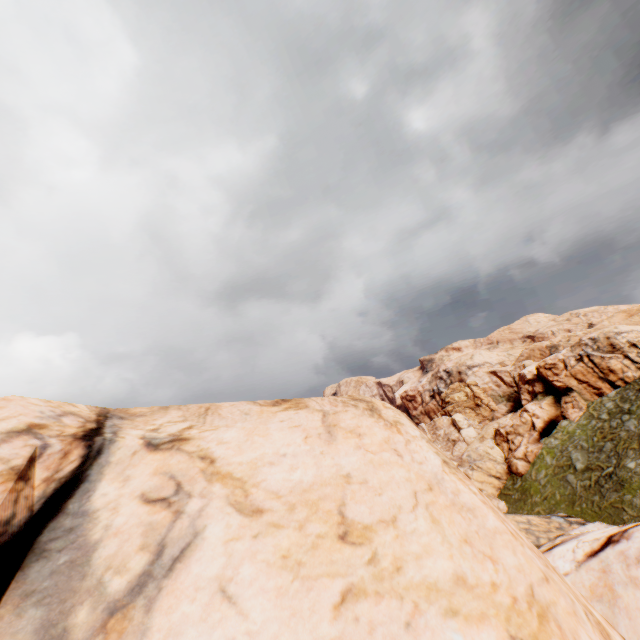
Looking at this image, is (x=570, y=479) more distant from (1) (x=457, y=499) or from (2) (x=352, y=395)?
(1) (x=457, y=499)
